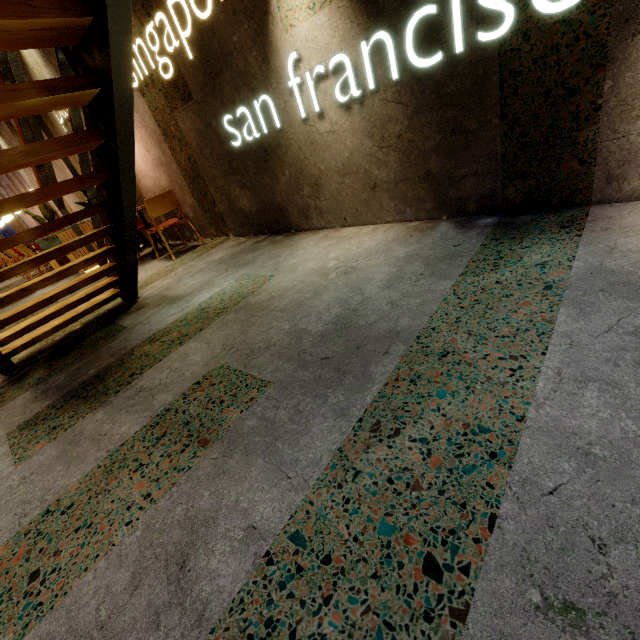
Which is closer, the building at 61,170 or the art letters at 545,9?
the art letters at 545,9

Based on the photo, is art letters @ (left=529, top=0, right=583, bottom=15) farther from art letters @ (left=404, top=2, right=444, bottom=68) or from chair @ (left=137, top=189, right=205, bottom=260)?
chair @ (left=137, top=189, right=205, bottom=260)

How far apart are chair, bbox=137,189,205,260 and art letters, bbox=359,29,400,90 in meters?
2.5

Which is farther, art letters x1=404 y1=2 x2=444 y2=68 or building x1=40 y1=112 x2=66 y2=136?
building x1=40 y1=112 x2=66 y2=136

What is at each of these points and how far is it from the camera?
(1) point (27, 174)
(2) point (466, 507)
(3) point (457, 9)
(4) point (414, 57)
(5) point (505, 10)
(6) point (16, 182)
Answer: (1) building, 8.95m
(2) building, 0.85m
(3) art letters, 1.86m
(4) art letters, 2.11m
(5) art letters, 1.75m
(6) building, 10.17m

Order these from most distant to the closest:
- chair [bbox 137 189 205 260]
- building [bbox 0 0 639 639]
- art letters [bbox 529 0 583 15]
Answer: chair [bbox 137 189 205 260] → art letters [bbox 529 0 583 15] → building [bbox 0 0 639 639]

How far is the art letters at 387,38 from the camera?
2.14m

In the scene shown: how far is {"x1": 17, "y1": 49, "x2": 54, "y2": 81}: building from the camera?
5.0 meters
